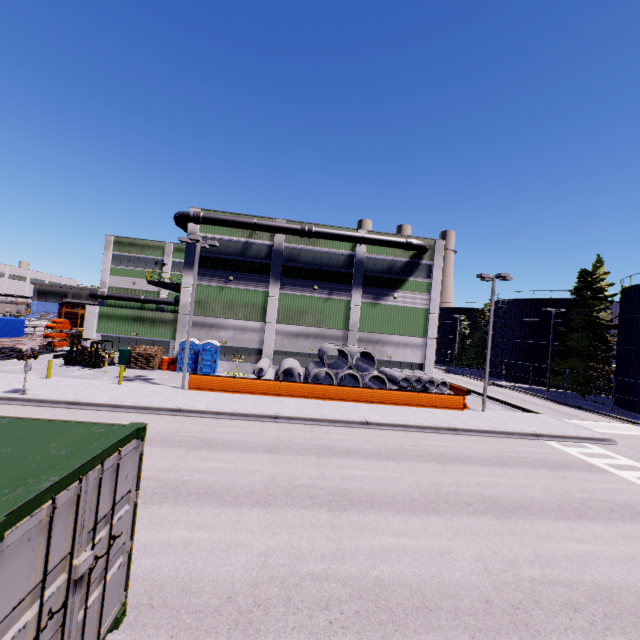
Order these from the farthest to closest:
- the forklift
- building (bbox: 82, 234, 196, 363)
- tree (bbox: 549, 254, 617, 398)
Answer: tree (bbox: 549, 254, 617, 398)
building (bbox: 82, 234, 196, 363)
the forklift

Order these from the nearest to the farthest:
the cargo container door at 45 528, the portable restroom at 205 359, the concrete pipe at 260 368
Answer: the cargo container door at 45 528 → the concrete pipe at 260 368 → the portable restroom at 205 359

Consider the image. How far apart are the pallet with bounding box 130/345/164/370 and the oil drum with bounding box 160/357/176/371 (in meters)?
0.17

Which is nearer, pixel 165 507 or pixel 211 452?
pixel 165 507

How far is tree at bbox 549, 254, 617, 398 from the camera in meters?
35.5 m

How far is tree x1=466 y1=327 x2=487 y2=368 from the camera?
58.44m

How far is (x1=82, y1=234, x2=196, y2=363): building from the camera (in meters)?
29.19

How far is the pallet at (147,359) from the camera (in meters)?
27.28
